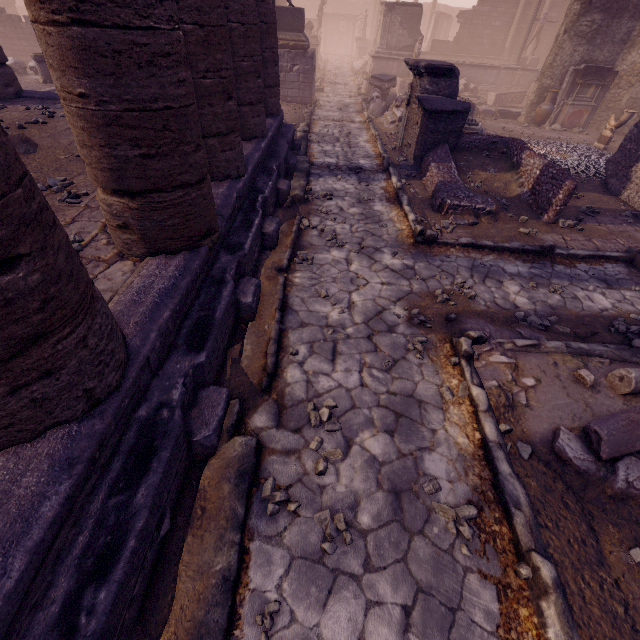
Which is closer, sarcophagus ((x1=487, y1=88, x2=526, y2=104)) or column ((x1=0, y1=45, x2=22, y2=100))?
column ((x1=0, y1=45, x2=22, y2=100))

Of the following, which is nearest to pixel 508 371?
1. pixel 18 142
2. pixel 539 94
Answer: pixel 18 142

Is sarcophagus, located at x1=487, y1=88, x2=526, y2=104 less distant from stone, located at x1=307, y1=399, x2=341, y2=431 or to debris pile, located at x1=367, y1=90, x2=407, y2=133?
debris pile, located at x1=367, y1=90, x2=407, y2=133

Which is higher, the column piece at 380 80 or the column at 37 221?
the column at 37 221

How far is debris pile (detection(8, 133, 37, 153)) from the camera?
5.29m

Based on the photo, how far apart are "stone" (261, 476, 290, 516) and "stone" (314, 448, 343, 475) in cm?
31

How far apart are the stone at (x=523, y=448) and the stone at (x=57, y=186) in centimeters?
630cm

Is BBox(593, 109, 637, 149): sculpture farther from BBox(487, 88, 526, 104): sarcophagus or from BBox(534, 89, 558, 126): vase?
BBox(487, 88, 526, 104): sarcophagus
